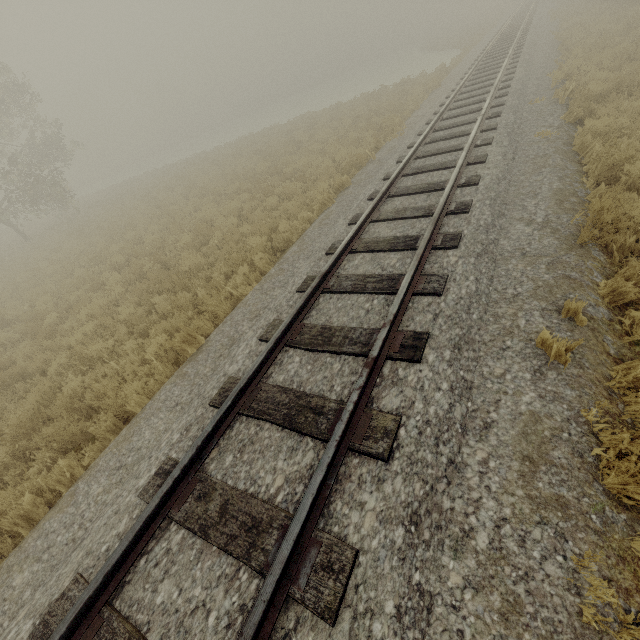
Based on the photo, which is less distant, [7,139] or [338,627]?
[338,627]
